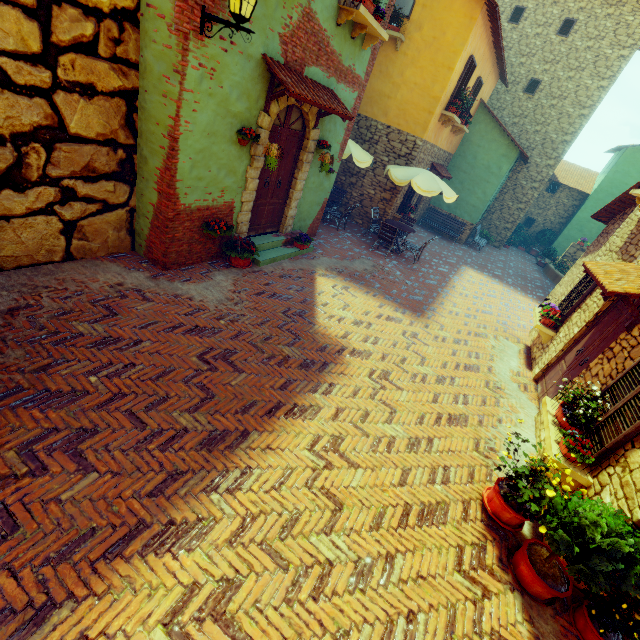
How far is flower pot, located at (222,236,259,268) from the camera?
6.70m

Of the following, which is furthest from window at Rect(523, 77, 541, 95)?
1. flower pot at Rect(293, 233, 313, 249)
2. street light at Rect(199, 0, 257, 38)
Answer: flower pot at Rect(293, 233, 313, 249)

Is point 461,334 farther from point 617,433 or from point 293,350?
point 293,350

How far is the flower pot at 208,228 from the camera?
6.06m

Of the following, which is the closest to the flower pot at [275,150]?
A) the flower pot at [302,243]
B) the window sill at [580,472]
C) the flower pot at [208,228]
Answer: the flower pot at [208,228]

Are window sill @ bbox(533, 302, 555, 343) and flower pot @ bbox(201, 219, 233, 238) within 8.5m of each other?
yes

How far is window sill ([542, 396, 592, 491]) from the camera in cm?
394

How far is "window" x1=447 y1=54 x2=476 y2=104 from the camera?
10.8 meters
